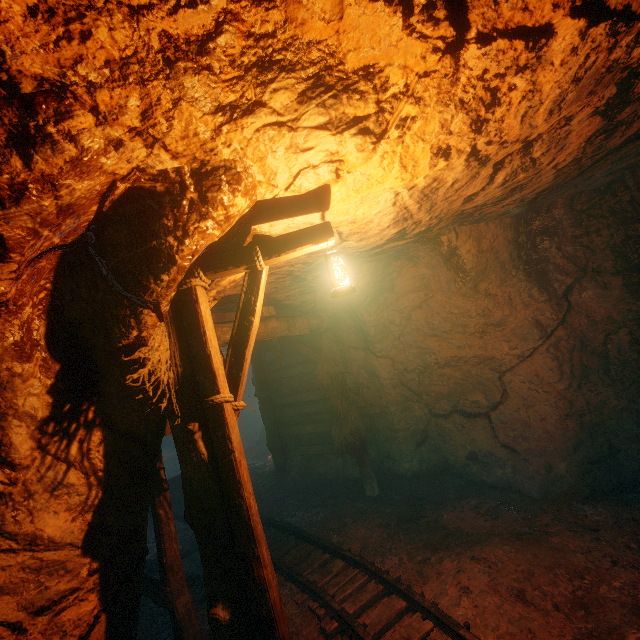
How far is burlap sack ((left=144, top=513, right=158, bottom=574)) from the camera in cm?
611

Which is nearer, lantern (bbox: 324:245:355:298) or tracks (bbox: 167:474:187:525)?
lantern (bbox: 324:245:355:298)

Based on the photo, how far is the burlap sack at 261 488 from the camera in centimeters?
862cm

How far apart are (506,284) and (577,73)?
3.8m

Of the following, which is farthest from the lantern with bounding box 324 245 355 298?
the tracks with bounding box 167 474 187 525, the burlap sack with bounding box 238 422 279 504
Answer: the burlap sack with bounding box 238 422 279 504

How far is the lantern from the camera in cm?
283

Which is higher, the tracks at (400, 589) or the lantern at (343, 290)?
the lantern at (343, 290)
